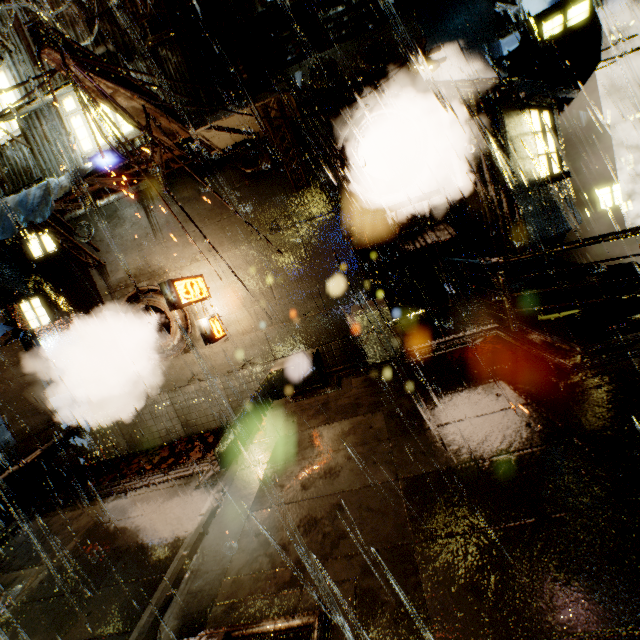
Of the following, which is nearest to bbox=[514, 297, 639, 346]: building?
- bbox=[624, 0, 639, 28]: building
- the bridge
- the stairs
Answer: the bridge

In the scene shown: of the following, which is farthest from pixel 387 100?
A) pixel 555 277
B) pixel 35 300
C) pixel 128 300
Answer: pixel 555 277

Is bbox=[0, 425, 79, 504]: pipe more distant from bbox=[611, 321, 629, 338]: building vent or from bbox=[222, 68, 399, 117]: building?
bbox=[611, 321, 629, 338]: building vent

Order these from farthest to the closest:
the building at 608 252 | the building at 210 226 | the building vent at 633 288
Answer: the building vent at 633 288
the building at 608 252
the building at 210 226

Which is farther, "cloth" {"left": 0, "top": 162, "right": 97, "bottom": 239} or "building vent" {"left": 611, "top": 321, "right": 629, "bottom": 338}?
"building vent" {"left": 611, "top": 321, "right": 629, "bottom": 338}

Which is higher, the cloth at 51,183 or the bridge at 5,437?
the cloth at 51,183

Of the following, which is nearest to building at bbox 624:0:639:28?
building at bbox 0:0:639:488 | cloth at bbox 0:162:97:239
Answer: building at bbox 0:0:639:488

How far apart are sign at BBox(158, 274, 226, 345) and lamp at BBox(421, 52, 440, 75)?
8.4 meters
